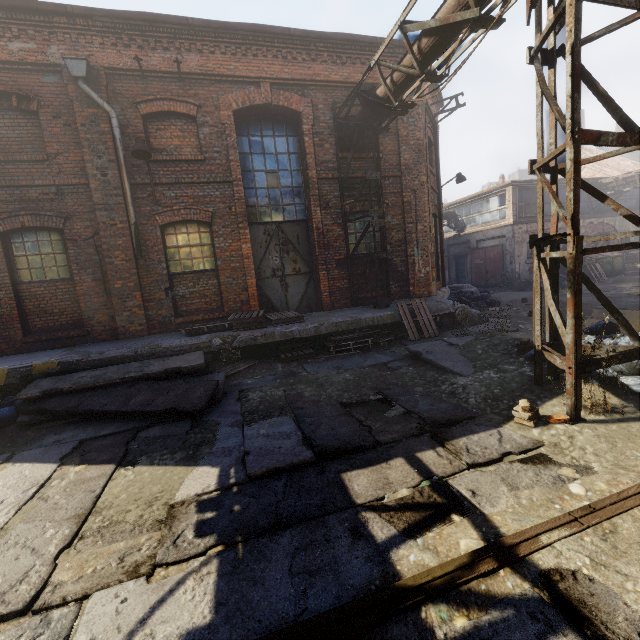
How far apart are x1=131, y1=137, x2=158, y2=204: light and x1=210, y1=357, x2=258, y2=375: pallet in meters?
4.3

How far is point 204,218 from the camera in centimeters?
853cm

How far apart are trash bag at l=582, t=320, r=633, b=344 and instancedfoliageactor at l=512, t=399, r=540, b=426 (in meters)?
1.07

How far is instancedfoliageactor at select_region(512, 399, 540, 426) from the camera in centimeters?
379cm

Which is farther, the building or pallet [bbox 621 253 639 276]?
pallet [bbox 621 253 639 276]

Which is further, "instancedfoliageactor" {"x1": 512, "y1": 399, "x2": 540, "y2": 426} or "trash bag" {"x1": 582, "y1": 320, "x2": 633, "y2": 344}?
"trash bag" {"x1": 582, "y1": 320, "x2": 633, "y2": 344}

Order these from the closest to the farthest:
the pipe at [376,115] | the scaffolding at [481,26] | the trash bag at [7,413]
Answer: the scaffolding at [481,26] → the trash bag at [7,413] → the pipe at [376,115]

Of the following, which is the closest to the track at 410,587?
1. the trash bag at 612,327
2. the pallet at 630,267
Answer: the trash bag at 612,327
